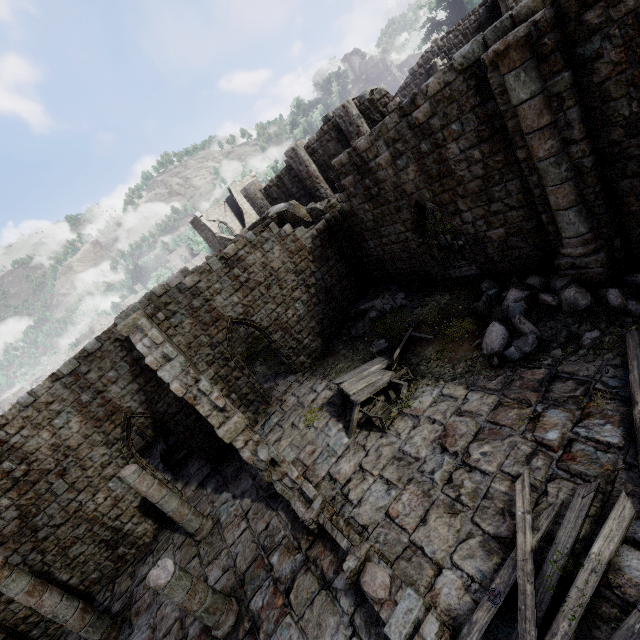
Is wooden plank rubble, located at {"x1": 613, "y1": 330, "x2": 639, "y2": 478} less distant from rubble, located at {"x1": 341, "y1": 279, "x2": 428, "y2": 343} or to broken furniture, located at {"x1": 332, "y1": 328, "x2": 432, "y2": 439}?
broken furniture, located at {"x1": 332, "y1": 328, "x2": 432, "y2": 439}

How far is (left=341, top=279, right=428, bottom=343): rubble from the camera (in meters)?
13.34

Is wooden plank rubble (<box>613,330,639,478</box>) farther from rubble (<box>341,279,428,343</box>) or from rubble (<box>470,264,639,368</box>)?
rubble (<box>341,279,428,343</box>)

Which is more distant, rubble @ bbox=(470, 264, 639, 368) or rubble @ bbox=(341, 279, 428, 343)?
rubble @ bbox=(341, 279, 428, 343)

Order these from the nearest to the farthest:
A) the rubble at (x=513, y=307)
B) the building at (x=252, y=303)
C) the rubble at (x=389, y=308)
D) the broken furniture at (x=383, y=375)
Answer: the building at (x=252, y=303) < the rubble at (x=513, y=307) < the broken furniture at (x=383, y=375) < the rubble at (x=389, y=308)

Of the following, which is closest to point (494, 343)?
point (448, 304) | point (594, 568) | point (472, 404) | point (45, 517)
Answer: point (472, 404)

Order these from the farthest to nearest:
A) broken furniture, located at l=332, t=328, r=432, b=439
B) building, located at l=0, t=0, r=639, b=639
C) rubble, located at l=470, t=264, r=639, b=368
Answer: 1. broken furniture, located at l=332, t=328, r=432, b=439
2. rubble, located at l=470, t=264, r=639, b=368
3. building, located at l=0, t=0, r=639, b=639

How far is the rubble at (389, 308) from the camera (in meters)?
13.34
